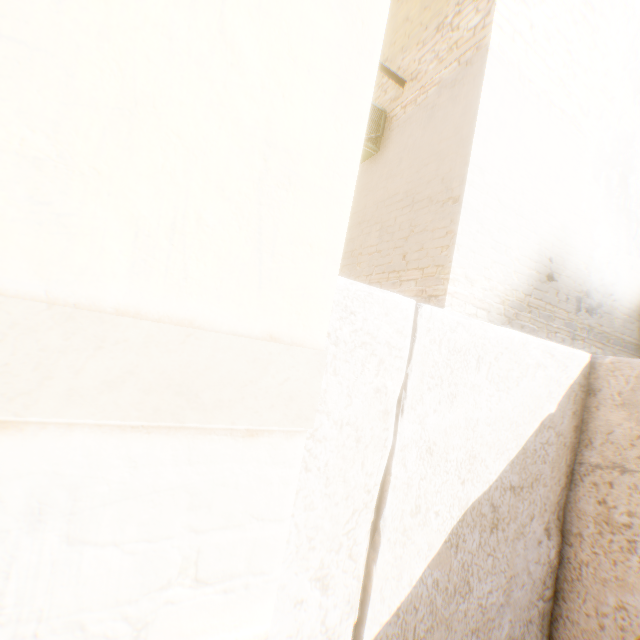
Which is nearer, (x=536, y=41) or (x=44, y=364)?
(x=44, y=364)

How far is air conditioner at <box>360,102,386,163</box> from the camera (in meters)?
5.84

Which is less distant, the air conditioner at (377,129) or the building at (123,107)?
the building at (123,107)

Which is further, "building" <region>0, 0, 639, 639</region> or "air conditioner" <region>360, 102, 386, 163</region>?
"air conditioner" <region>360, 102, 386, 163</region>

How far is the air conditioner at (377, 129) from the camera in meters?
5.8
